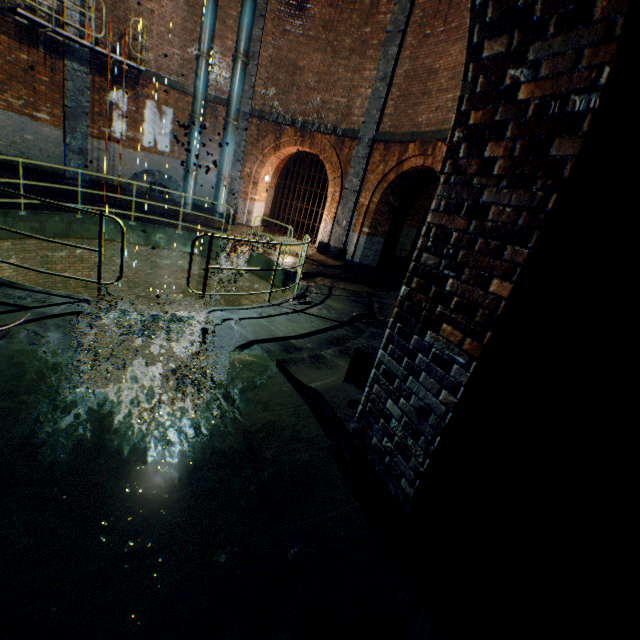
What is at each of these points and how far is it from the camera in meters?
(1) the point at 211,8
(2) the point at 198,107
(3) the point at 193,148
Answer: (1) pipe, 11.4 m
(2) pipe, 12.3 m
(3) pipe, 12.8 m

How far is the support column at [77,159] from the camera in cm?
1040

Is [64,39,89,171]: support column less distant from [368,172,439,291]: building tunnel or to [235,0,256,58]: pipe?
[235,0,256,58]: pipe

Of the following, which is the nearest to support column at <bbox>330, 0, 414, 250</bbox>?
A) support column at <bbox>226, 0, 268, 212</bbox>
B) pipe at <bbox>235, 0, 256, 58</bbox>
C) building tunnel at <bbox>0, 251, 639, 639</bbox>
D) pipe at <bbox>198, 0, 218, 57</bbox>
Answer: support column at <bbox>226, 0, 268, 212</bbox>

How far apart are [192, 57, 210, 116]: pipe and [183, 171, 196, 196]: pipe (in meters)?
2.10

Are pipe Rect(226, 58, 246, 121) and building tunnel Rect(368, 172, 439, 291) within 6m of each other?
no

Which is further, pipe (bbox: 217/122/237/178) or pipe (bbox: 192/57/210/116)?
pipe (bbox: 217/122/237/178)

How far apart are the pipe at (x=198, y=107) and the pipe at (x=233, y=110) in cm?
78
